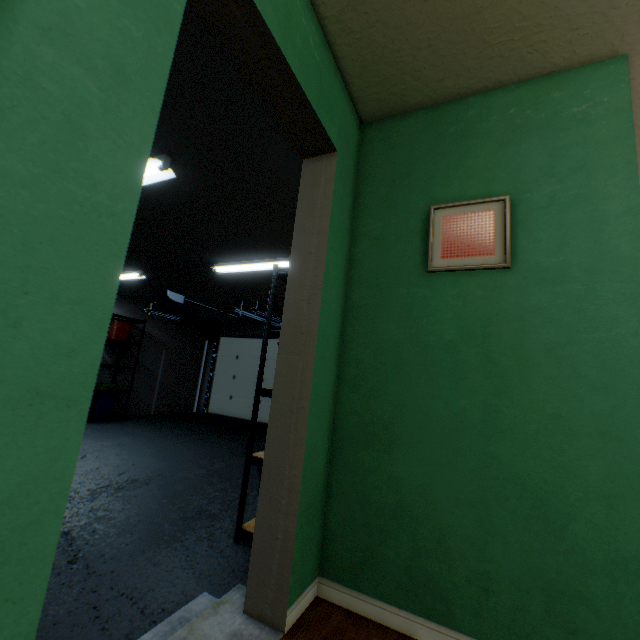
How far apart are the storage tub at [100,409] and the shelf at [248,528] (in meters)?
4.67

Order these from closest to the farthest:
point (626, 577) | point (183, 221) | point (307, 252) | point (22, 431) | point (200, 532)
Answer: point (22, 431), point (626, 577), point (307, 252), point (200, 532), point (183, 221)

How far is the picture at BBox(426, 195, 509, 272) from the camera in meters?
1.4

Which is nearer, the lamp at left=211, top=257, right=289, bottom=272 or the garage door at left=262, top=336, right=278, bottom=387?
the lamp at left=211, top=257, right=289, bottom=272

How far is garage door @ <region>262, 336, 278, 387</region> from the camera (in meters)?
7.84

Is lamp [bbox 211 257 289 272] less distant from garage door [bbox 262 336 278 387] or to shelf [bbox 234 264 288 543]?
shelf [bbox 234 264 288 543]

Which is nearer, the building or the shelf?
the building

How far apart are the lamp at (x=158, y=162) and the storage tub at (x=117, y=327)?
4.0 meters
